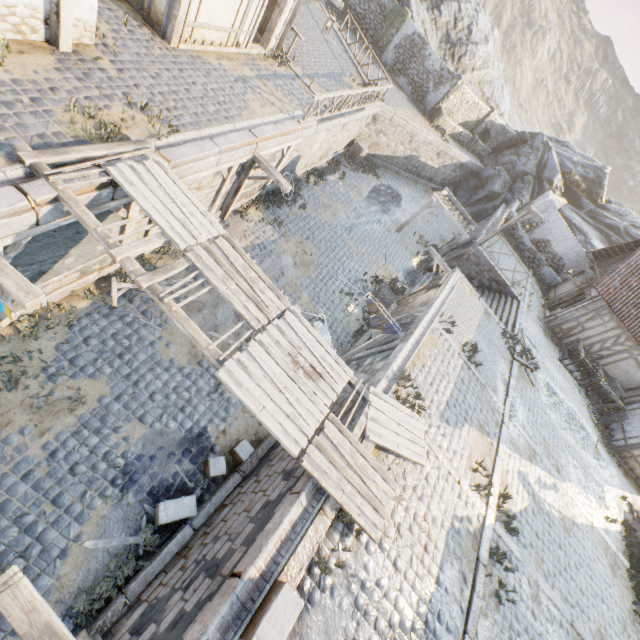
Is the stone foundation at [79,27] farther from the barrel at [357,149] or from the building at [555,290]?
the building at [555,290]

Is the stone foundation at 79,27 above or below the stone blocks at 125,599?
above

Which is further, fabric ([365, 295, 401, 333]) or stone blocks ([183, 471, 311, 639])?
fabric ([365, 295, 401, 333])

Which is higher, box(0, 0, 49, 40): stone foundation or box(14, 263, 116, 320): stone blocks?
box(0, 0, 49, 40): stone foundation

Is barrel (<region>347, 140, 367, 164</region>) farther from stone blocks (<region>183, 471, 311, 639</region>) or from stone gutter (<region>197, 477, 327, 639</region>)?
stone gutter (<region>197, 477, 327, 639</region>)

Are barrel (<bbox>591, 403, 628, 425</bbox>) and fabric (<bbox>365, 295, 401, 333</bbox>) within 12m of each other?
no

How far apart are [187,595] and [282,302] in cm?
531

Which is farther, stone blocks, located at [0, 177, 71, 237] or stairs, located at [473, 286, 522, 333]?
stairs, located at [473, 286, 522, 333]
